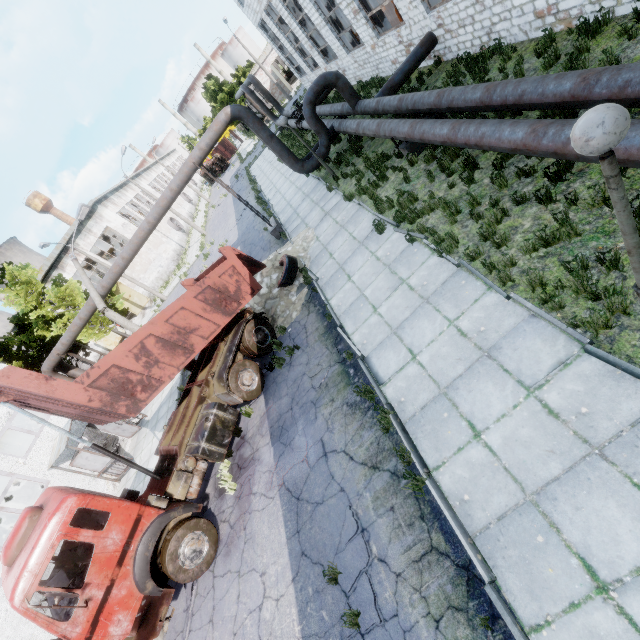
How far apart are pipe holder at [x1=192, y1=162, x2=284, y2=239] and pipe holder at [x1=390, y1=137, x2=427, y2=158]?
7.2 meters

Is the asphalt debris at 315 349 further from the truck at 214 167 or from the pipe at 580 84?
the truck at 214 167

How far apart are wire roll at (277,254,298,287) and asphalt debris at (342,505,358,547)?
8.1m

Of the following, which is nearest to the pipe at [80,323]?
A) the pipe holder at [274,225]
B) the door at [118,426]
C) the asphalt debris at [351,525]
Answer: the pipe holder at [274,225]

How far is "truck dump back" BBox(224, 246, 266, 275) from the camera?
10.80m

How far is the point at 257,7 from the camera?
24.2m

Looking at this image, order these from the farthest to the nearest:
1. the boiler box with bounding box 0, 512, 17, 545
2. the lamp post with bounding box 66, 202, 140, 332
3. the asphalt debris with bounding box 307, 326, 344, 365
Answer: the boiler box with bounding box 0, 512, 17, 545 < the lamp post with bounding box 66, 202, 140, 332 < the asphalt debris with bounding box 307, 326, 344, 365

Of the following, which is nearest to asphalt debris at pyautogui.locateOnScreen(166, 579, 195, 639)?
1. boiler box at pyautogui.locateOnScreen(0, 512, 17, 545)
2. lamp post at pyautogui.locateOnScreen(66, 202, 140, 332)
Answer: lamp post at pyautogui.locateOnScreen(66, 202, 140, 332)
